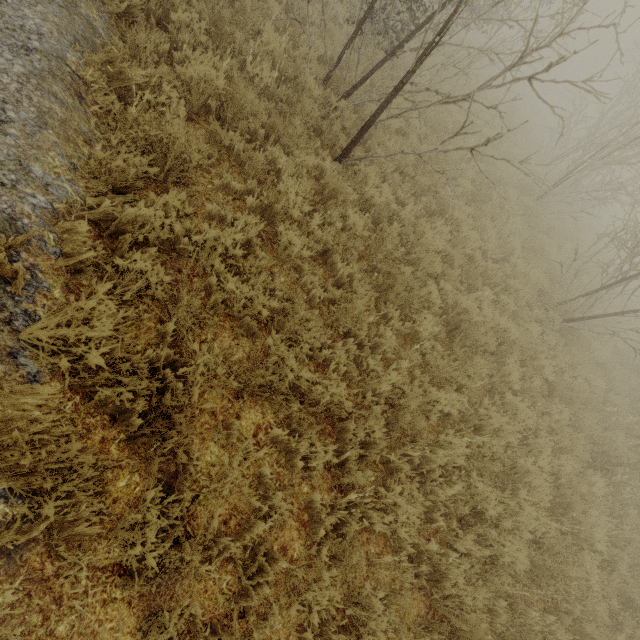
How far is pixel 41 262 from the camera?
2.5 meters
